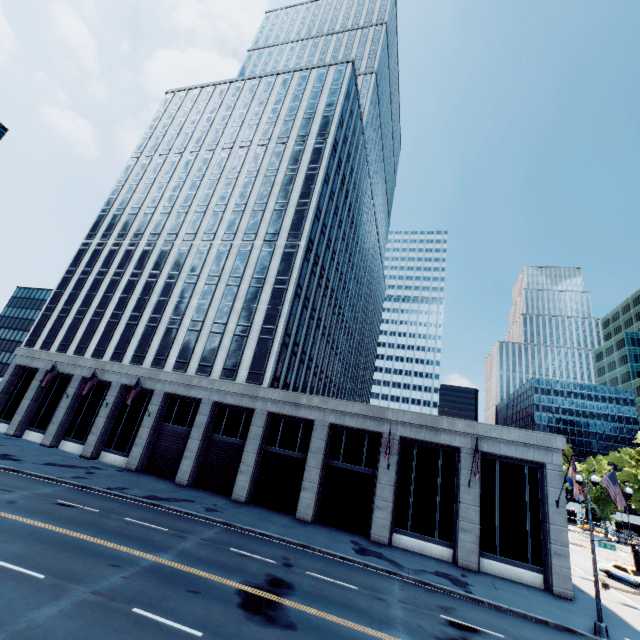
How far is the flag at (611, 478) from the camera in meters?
21.4

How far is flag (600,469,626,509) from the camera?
21.4 meters

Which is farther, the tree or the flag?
the tree

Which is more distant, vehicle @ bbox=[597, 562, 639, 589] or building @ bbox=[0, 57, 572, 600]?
vehicle @ bbox=[597, 562, 639, 589]

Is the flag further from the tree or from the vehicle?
the tree

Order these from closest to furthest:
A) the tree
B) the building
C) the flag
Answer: the flag
the building
the tree

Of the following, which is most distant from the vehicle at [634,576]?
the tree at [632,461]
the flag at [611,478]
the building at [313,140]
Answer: the tree at [632,461]

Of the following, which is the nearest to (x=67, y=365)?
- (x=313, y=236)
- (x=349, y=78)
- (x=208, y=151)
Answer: (x=313, y=236)
